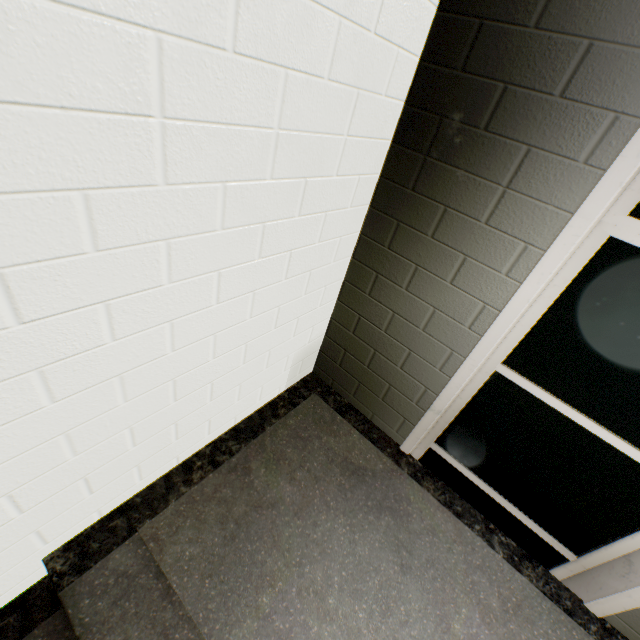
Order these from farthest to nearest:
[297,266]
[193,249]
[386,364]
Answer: [386,364] < [297,266] < [193,249]
